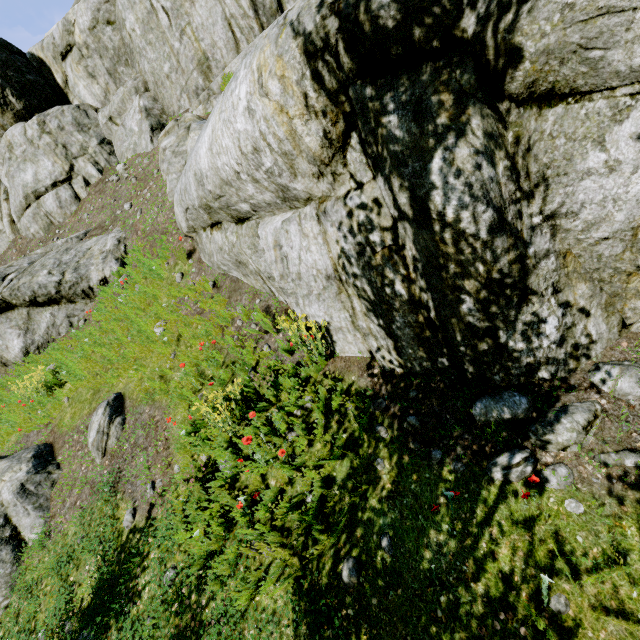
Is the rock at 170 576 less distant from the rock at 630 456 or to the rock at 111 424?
the rock at 630 456

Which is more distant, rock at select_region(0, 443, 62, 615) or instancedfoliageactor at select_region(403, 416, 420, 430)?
rock at select_region(0, 443, 62, 615)

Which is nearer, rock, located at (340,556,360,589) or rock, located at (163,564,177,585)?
rock, located at (340,556,360,589)

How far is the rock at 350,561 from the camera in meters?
3.3

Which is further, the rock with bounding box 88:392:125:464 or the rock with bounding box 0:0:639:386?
the rock with bounding box 88:392:125:464

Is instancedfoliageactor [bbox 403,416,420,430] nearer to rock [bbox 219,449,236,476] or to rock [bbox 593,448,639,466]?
rock [bbox 219,449,236,476]

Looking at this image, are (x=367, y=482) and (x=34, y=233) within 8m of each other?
no

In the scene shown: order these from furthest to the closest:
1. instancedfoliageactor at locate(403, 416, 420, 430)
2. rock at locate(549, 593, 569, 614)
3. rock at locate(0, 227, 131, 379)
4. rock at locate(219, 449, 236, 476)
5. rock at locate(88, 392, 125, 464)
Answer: rock at locate(0, 227, 131, 379), rock at locate(88, 392, 125, 464), rock at locate(219, 449, 236, 476), instancedfoliageactor at locate(403, 416, 420, 430), rock at locate(549, 593, 569, 614)
